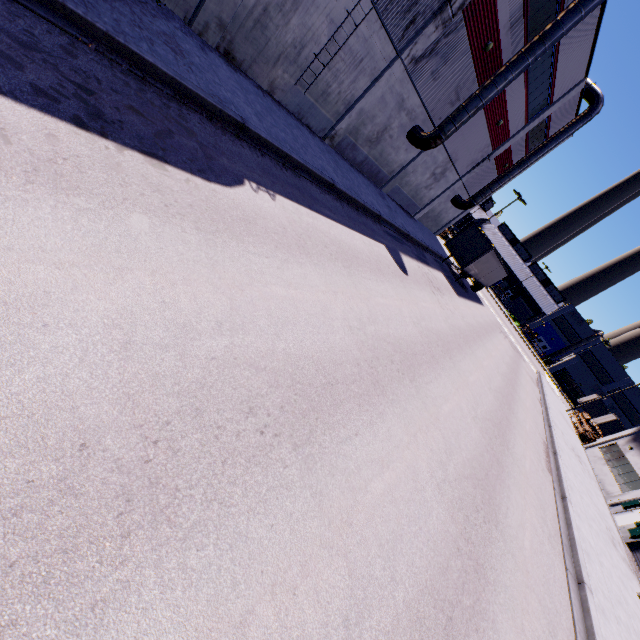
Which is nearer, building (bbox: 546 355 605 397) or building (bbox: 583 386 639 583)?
building (bbox: 583 386 639 583)

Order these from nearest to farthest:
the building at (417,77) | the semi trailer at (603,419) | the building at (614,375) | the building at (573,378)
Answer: the building at (417,77) → the semi trailer at (603,419) → the building at (573,378) → the building at (614,375)

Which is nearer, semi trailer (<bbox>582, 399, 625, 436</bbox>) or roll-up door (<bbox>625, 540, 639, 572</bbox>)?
roll-up door (<bbox>625, 540, 639, 572</bbox>)

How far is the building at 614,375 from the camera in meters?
58.6

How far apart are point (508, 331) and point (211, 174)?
46.4 meters

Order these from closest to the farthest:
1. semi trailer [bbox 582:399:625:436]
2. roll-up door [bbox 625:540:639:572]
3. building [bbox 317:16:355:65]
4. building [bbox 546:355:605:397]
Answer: building [bbox 317:16:355:65] < roll-up door [bbox 625:540:639:572] < semi trailer [bbox 582:399:625:436] < building [bbox 546:355:605:397]

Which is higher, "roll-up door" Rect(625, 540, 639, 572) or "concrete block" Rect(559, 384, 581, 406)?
"concrete block" Rect(559, 384, 581, 406)
